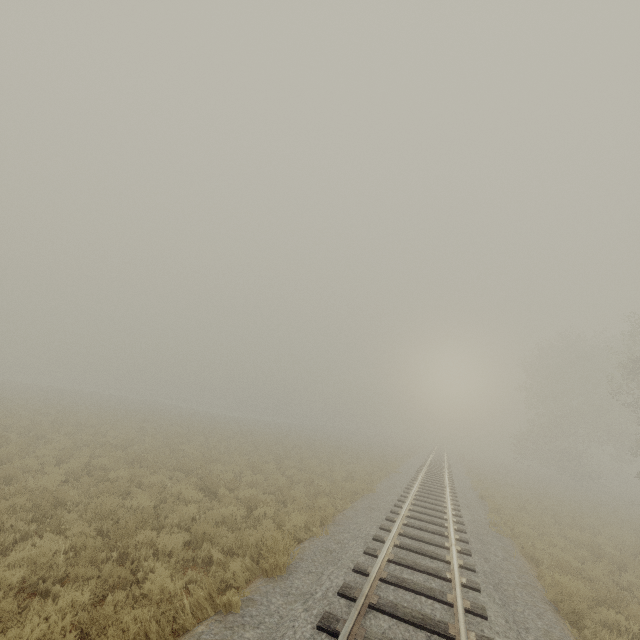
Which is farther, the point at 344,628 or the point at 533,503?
the point at 533,503
